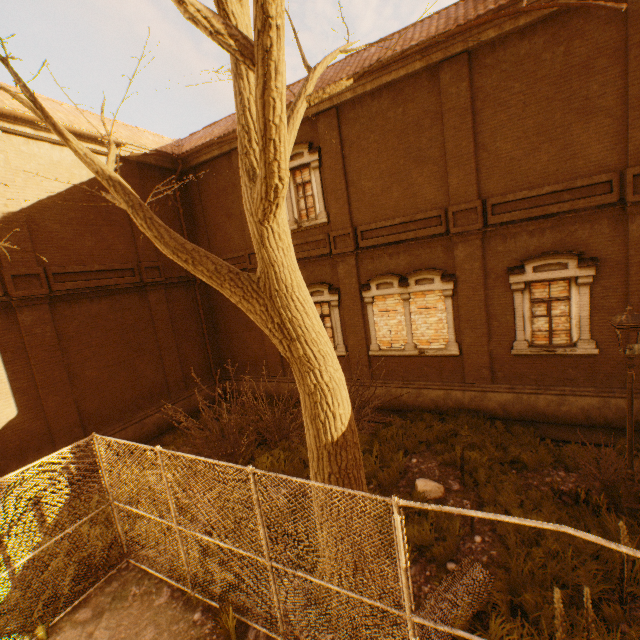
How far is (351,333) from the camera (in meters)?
12.03

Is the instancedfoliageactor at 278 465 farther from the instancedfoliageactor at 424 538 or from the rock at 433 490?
the rock at 433 490

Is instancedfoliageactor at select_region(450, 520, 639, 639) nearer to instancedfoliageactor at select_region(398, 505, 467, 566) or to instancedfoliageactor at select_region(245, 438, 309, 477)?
instancedfoliageactor at select_region(398, 505, 467, 566)

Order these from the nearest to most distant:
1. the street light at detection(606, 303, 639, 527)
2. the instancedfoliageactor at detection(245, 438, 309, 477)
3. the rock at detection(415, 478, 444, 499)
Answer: the street light at detection(606, 303, 639, 527) < the rock at detection(415, 478, 444, 499) < the instancedfoliageactor at detection(245, 438, 309, 477)

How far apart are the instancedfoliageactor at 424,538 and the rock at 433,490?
0.0m

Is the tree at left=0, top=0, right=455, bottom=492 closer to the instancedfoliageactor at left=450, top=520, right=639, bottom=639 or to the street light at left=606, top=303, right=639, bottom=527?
the instancedfoliageactor at left=450, top=520, right=639, bottom=639

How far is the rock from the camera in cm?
724

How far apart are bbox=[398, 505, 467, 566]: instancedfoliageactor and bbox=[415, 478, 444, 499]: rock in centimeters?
2cm
